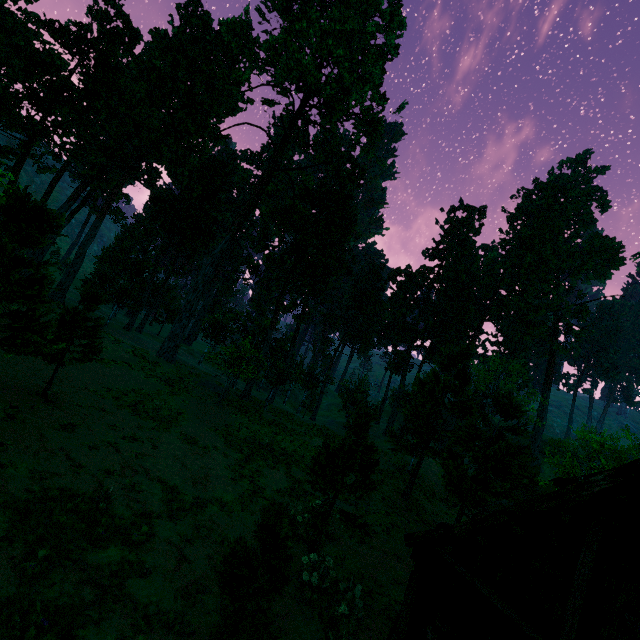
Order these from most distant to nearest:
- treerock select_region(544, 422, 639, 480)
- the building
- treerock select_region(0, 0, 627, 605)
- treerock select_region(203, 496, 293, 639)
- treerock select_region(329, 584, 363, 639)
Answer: treerock select_region(544, 422, 639, 480) → treerock select_region(0, 0, 627, 605) → treerock select_region(329, 584, 363, 639) → treerock select_region(203, 496, 293, 639) → the building

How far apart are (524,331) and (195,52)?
52.56m

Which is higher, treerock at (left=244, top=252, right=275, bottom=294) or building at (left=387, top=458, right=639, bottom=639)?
treerock at (left=244, top=252, right=275, bottom=294)

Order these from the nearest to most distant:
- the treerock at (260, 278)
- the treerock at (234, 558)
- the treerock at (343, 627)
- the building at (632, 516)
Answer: the building at (632, 516)
the treerock at (234, 558)
the treerock at (343, 627)
the treerock at (260, 278)

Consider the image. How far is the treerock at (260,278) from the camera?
30.0 meters

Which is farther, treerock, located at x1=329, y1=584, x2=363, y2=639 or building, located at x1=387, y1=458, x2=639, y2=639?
treerock, located at x1=329, y1=584, x2=363, y2=639

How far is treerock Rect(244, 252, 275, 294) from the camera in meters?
30.0
